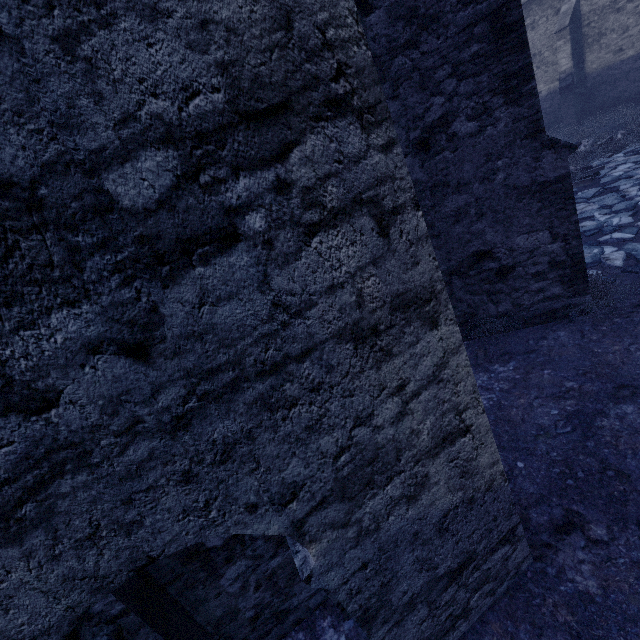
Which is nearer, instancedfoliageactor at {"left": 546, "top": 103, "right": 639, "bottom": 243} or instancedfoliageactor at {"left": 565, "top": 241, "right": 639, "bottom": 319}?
instancedfoliageactor at {"left": 565, "top": 241, "right": 639, "bottom": 319}

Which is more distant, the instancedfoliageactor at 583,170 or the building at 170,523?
the instancedfoliageactor at 583,170

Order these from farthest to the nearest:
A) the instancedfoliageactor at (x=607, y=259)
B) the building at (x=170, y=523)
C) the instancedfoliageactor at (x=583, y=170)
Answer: the instancedfoliageactor at (x=583, y=170) → the instancedfoliageactor at (x=607, y=259) → the building at (x=170, y=523)

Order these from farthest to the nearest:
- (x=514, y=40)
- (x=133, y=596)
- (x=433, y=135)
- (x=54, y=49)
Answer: (x=433, y=135) < (x=514, y=40) < (x=133, y=596) < (x=54, y=49)

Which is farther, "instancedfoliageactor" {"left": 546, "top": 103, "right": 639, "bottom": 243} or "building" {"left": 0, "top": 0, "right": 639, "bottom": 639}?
"instancedfoliageactor" {"left": 546, "top": 103, "right": 639, "bottom": 243}

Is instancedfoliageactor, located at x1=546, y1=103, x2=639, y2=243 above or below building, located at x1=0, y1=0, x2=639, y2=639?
below

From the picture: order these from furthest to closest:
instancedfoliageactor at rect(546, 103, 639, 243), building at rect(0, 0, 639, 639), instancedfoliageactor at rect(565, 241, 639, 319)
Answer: instancedfoliageactor at rect(546, 103, 639, 243) → instancedfoliageactor at rect(565, 241, 639, 319) → building at rect(0, 0, 639, 639)
